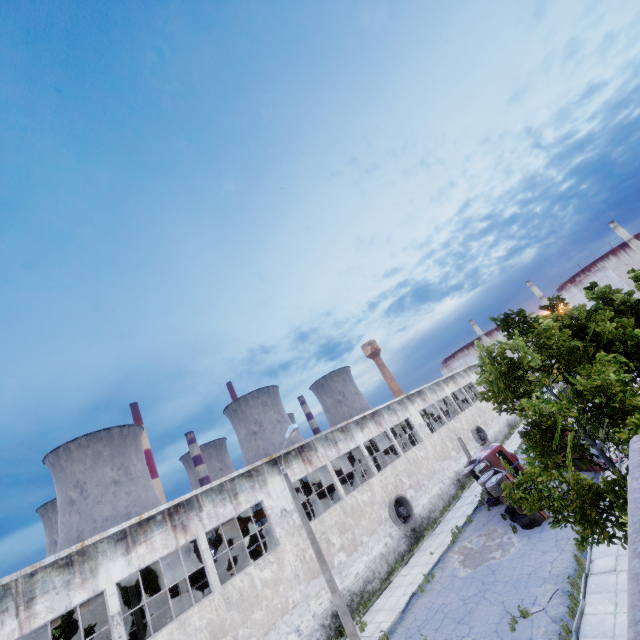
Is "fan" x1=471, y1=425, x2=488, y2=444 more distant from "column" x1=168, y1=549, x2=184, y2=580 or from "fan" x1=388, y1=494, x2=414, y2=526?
"column" x1=168, y1=549, x2=184, y2=580

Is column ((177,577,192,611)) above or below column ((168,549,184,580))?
below

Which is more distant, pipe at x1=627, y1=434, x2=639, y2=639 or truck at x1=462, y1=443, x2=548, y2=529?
truck at x1=462, y1=443, x2=548, y2=529

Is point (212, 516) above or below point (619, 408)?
above

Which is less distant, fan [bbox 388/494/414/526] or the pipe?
the pipe

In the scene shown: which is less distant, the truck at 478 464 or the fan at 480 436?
the truck at 478 464

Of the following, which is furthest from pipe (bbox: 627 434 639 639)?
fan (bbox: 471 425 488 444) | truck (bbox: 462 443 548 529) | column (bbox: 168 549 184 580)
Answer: fan (bbox: 471 425 488 444)

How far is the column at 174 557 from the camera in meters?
17.5
